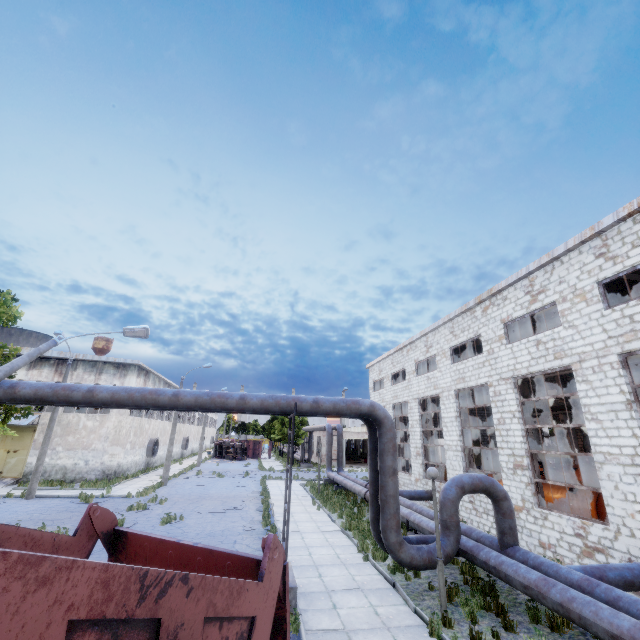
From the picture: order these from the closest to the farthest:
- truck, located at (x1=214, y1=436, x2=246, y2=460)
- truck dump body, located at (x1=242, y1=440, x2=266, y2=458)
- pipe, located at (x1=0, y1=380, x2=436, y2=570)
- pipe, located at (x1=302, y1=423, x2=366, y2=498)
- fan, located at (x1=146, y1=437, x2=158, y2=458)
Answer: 1. pipe, located at (x1=0, y1=380, x2=436, y2=570)
2. pipe, located at (x1=302, y1=423, x2=366, y2=498)
3. fan, located at (x1=146, y1=437, x2=158, y2=458)
4. truck, located at (x1=214, y1=436, x2=246, y2=460)
5. truck dump body, located at (x1=242, y1=440, x2=266, y2=458)

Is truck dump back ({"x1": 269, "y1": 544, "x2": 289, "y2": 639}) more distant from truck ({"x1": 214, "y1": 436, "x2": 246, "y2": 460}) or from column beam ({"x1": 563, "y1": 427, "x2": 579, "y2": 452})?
truck ({"x1": 214, "y1": 436, "x2": 246, "y2": 460})

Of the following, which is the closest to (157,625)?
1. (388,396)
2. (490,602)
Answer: (490,602)

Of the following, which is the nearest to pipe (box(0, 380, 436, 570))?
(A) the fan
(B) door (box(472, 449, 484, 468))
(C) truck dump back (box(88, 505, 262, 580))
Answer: (C) truck dump back (box(88, 505, 262, 580))

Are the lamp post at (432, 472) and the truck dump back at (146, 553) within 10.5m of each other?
yes

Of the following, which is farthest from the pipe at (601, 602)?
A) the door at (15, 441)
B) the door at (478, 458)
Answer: the door at (15, 441)

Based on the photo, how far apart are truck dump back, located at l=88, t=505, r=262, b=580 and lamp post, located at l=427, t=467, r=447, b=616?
6.20m

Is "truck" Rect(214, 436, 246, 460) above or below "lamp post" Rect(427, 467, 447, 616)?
below
